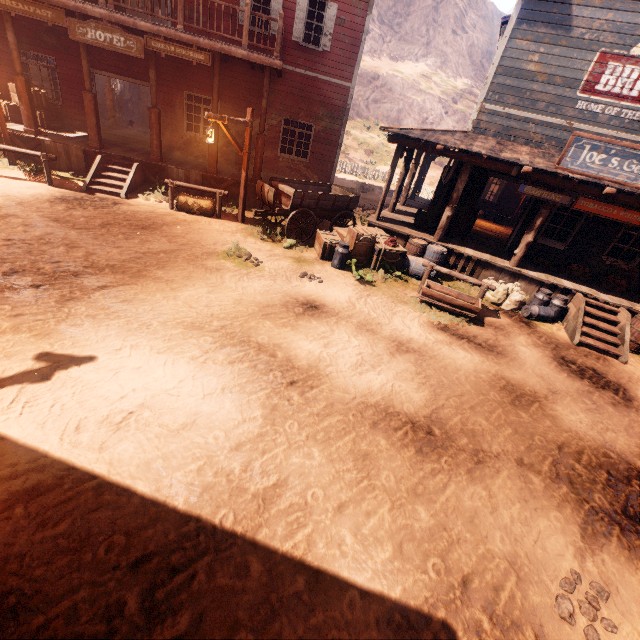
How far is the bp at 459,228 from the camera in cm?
1083

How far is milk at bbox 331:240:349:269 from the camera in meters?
9.2

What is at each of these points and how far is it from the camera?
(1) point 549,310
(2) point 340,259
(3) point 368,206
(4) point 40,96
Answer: (1) milk container, 9.4 meters
(2) milk, 9.3 meters
(3) z, 18.6 meters
(4) wooden box, 11.9 meters

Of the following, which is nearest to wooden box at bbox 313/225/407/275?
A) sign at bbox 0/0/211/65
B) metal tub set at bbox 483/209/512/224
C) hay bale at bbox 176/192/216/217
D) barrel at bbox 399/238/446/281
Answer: barrel at bbox 399/238/446/281

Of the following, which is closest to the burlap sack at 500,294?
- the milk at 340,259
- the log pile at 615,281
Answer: the log pile at 615,281

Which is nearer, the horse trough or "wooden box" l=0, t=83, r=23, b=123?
the horse trough

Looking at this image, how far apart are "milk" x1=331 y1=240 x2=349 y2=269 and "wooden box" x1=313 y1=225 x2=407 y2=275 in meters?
0.1 m

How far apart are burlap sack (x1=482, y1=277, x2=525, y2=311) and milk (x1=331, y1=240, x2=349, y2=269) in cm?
427
